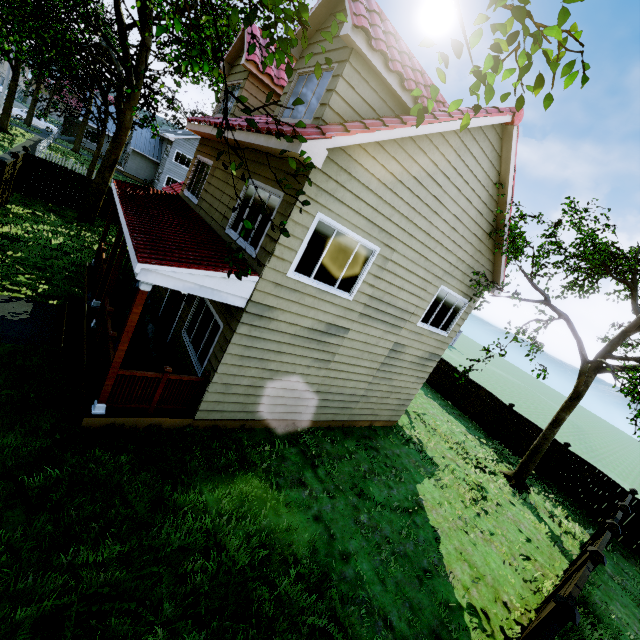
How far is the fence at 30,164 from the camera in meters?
15.4 m

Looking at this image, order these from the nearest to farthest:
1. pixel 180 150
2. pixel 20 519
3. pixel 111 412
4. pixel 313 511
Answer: pixel 20 519, pixel 111 412, pixel 313 511, pixel 180 150

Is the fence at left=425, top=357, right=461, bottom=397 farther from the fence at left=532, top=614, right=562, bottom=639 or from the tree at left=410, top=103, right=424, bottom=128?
the tree at left=410, top=103, right=424, bottom=128

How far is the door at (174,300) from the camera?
9.5m

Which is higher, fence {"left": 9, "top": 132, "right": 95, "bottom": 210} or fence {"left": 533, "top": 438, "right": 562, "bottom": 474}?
fence {"left": 533, "top": 438, "right": 562, "bottom": 474}

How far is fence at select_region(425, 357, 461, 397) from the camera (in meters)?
19.06

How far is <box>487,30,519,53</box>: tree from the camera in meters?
2.6 m

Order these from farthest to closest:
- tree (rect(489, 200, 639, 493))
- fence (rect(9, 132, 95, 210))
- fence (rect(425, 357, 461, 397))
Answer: fence (rect(425, 357, 461, 397)) < fence (rect(9, 132, 95, 210)) < tree (rect(489, 200, 639, 493))
